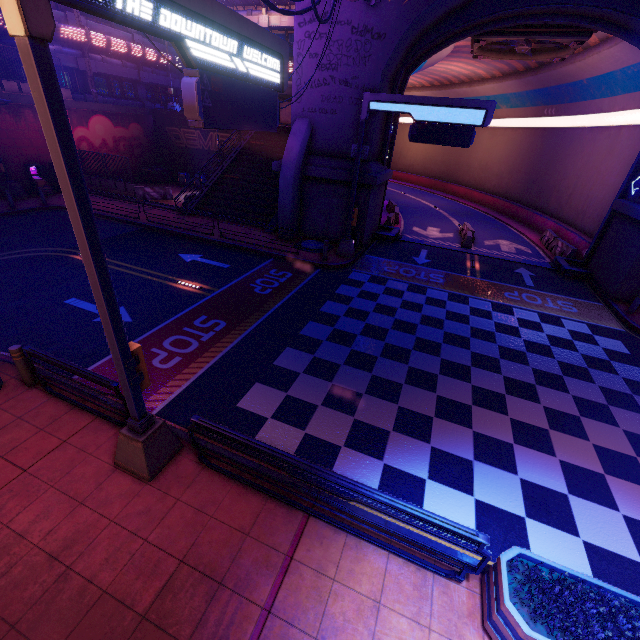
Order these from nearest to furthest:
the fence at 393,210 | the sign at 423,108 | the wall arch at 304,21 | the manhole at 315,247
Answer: the sign at 423,108
the wall arch at 304,21
the manhole at 315,247
the fence at 393,210

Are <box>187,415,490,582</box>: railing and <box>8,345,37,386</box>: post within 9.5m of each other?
yes

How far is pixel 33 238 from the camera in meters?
16.0

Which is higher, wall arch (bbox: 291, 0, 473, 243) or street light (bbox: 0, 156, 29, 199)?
wall arch (bbox: 291, 0, 473, 243)

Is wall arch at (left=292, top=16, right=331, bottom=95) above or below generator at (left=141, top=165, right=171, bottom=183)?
above

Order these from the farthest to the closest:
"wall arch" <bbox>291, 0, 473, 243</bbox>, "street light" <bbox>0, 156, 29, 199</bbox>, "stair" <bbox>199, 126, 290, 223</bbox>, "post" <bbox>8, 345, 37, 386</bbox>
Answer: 1. "stair" <bbox>199, 126, 290, 223</bbox>
2. "street light" <bbox>0, 156, 29, 199</bbox>
3. "wall arch" <bbox>291, 0, 473, 243</bbox>
4. "post" <bbox>8, 345, 37, 386</bbox>

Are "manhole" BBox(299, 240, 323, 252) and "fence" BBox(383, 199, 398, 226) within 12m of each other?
yes

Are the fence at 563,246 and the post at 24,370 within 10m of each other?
no
